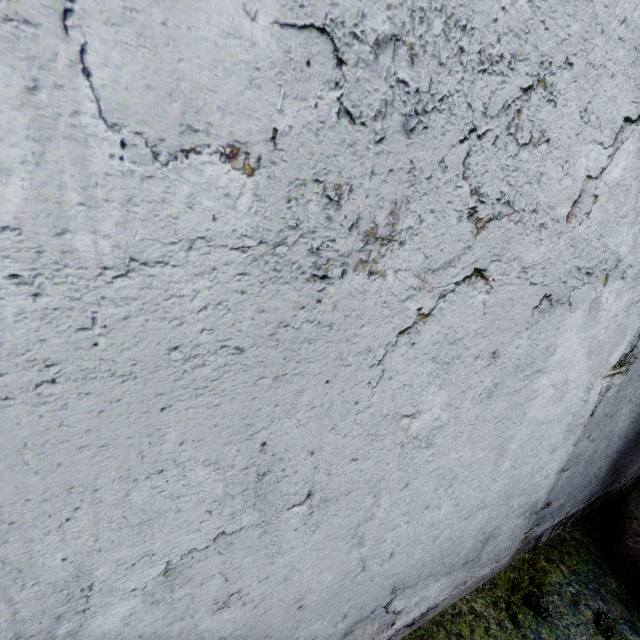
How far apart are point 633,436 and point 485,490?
4.60m
